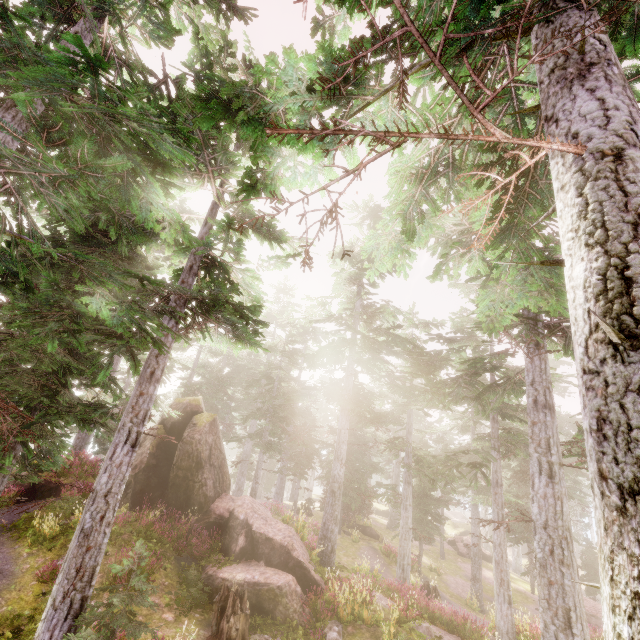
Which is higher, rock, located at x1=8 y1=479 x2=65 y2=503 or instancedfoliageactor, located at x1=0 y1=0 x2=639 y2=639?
instancedfoliageactor, located at x1=0 y1=0 x2=639 y2=639

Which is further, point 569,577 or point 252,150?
point 569,577

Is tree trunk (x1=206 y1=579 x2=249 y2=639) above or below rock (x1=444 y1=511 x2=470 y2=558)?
above

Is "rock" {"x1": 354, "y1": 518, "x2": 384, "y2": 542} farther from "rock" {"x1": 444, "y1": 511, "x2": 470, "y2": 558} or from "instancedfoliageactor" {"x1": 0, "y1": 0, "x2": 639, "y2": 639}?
"rock" {"x1": 444, "y1": 511, "x2": 470, "y2": 558}

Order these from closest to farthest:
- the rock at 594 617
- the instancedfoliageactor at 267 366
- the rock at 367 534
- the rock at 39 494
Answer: the instancedfoliageactor at 267 366
the rock at 39 494
the rock at 594 617
the rock at 367 534

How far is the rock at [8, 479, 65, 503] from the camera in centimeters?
1452cm

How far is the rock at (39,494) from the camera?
14.5 meters

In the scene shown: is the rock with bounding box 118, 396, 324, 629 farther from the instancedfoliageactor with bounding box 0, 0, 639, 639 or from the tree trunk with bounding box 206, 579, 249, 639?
the tree trunk with bounding box 206, 579, 249, 639
